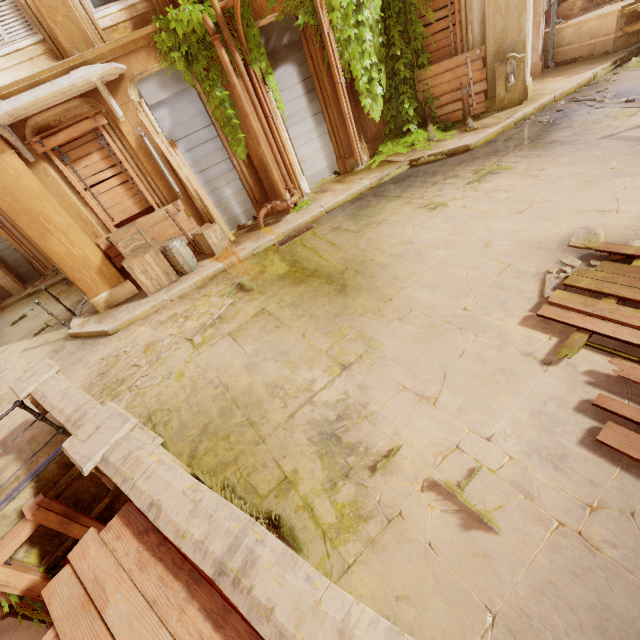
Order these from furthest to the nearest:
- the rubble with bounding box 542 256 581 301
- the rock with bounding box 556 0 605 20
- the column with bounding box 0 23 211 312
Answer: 1. the rock with bounding box 556 0 605 20
2. the column with bounding box 0 23 211 312
3. the rubble with bounding box 542 256 581 301

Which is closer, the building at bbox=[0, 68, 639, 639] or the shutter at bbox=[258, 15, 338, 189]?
the building at bbox=[0, 68, 639, 639]

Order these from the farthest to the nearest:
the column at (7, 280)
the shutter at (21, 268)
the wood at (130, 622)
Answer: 1. the shutter at (21, 268)
2. the column at (7, 280)
3. the wood at (130, 622)

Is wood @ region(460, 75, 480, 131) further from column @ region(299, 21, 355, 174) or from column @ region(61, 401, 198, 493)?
column @ region(61, 401, 198, 493)

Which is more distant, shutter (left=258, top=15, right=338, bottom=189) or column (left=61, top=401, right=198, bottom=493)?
shutter (left=258, top=15, right=338, bottom=189)

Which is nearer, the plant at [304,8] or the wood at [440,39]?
the plant at [304,8]

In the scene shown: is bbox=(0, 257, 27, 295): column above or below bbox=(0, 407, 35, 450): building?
above

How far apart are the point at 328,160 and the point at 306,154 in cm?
75
